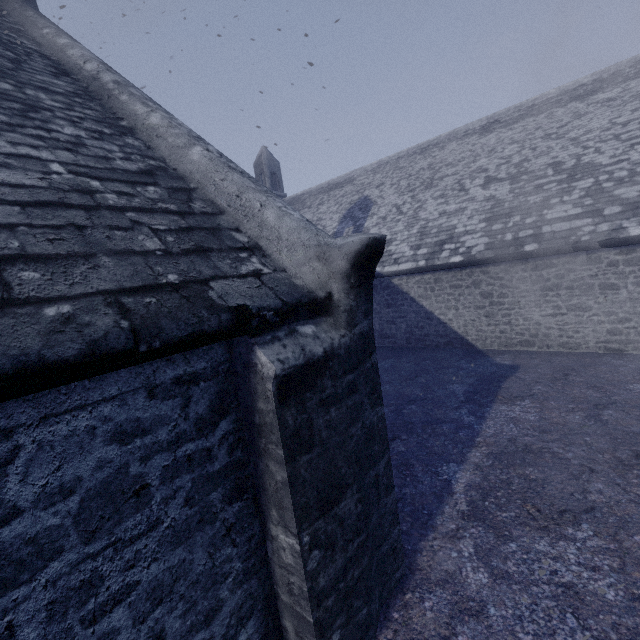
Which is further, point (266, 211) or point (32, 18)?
point (32, 18)
